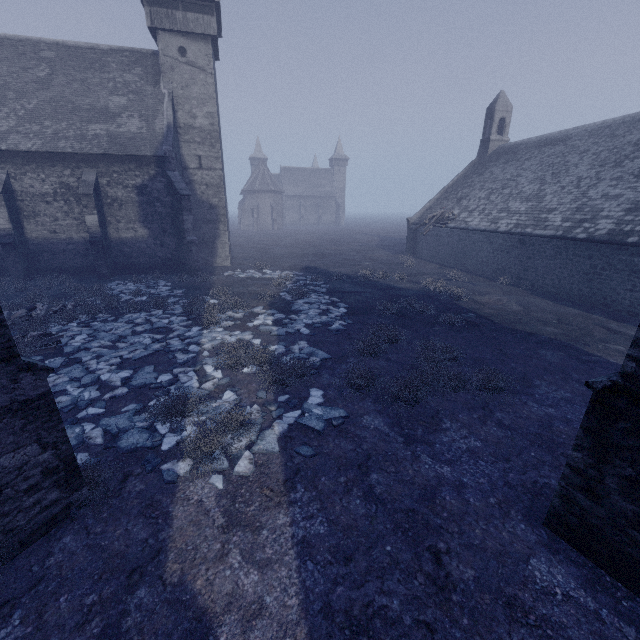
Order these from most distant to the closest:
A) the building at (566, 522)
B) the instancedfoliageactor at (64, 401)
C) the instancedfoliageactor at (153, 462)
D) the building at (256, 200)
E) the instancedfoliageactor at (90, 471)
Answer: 1. the building at (256, 200)
2. the instancedfoliageactor at (64, 401)
3. the instancedfoliageactor at (153, 462)
4. the instancedfoliageactor at (90, 471)
5. the building at (566, 522)

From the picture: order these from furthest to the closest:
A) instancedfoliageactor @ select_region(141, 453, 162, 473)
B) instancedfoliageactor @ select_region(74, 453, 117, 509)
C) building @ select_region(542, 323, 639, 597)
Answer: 1. instancedfoliageactor @ select_region(141, 453, 162, 473)
2. instancedfoliageactor @ select_region(74, 453, 117, 509)
3. building @ select_region(542, 323, 639, 597)

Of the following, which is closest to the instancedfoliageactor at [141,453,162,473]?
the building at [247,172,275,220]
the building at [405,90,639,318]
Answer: the building at [405,90,639,318]

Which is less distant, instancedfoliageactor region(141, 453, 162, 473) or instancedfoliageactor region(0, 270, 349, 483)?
instancedfoliageactor region(141, 453, 162, 473)

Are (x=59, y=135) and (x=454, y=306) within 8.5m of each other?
no

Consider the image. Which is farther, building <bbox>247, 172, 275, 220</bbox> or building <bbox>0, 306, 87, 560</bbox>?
building <bbox>247, 172, 275, 220</bbox>

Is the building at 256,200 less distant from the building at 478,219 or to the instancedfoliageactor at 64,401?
the building at 478,219

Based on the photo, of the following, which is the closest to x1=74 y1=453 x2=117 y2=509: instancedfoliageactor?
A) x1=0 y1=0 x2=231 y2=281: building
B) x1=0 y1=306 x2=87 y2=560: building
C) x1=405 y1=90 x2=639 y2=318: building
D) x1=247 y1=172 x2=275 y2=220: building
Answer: x1=0 y1=306 x2=87 y2=560: building
